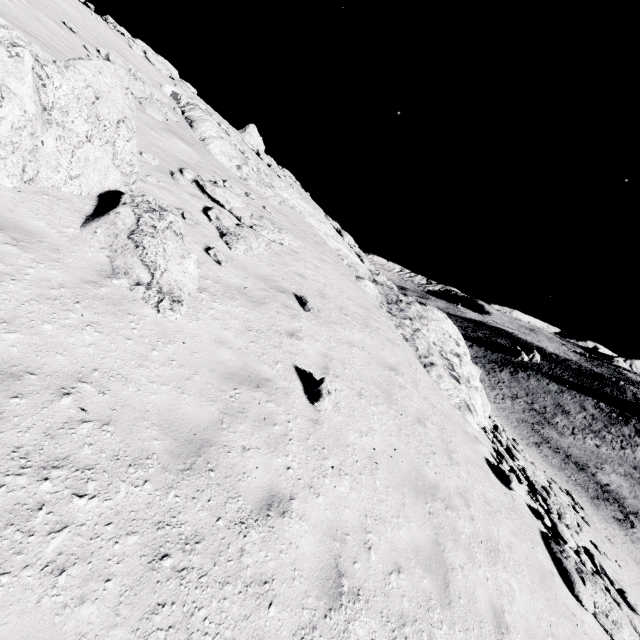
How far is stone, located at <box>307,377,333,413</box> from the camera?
6.05m

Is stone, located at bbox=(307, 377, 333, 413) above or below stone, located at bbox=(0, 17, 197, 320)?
below

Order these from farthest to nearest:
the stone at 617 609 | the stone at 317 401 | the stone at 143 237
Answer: the stone at 617 609
the stone at 317 401
the stone at 143 237

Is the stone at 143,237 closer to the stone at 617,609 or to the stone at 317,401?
the stone at 317,401

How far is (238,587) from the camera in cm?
307

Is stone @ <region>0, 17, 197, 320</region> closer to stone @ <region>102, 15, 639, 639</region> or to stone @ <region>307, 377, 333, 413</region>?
stone @ <region>307, 377, 333, 413</region>

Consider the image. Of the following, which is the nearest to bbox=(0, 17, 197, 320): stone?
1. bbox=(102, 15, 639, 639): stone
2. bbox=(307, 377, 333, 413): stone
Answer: bbox=(307, 377, 333, 413): stone

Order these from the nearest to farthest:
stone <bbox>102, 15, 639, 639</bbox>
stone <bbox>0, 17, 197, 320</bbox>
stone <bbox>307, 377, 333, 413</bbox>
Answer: stone <bbox>0, 17, 197, 320</bbox>
stone <bbox>307, 377, 333, 413</bbox>
stone <bbox>102, 15, 639, 639</bbox>
